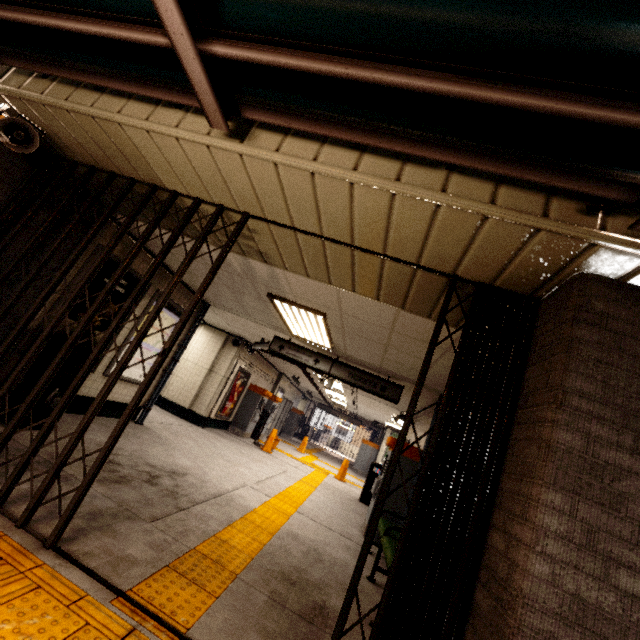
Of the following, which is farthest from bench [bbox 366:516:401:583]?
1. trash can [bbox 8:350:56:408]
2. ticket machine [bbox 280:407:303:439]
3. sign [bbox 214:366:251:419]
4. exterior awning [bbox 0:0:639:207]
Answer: ticket machine [bbox 280:407:303:439]

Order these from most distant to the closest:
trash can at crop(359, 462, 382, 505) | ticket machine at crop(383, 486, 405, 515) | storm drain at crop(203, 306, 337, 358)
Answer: trash can at crop(359, 462, 382, 505)
storm drain at crop(203, 306, 337, 358)
ticket machine at crop(383, 486, 405, 515)

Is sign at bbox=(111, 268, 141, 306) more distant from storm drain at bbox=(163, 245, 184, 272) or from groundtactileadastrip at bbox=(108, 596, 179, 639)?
groundtactileadastrip at bbox=(108, 596, 179, 639)

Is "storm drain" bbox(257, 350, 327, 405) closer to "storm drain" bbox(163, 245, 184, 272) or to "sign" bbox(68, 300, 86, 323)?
"storm drain" bbox(163, 245, 184, 272)

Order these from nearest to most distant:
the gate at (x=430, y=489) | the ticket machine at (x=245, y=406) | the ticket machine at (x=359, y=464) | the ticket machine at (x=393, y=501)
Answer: the gate at (x=430, y=489) → the ticket machine at (x=393, y=501) → the ticket machine at (x=245, y=406) → the ticket machine at (x=359, y=464)

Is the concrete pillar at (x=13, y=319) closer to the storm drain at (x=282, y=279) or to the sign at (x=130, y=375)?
the storm drain at (x=282, y=279)

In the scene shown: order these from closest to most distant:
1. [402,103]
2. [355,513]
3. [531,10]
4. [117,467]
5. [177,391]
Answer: [531,10], [402,103], [117,467], [355,513], [177,391]

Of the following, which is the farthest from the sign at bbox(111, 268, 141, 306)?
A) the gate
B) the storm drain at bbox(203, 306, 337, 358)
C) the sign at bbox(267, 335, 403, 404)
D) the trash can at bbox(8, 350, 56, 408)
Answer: the sign at bbox(267, 335, 403, 404)
